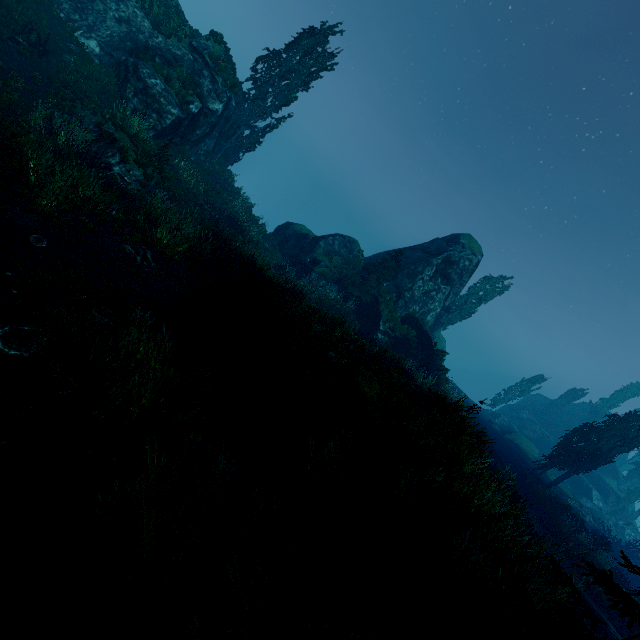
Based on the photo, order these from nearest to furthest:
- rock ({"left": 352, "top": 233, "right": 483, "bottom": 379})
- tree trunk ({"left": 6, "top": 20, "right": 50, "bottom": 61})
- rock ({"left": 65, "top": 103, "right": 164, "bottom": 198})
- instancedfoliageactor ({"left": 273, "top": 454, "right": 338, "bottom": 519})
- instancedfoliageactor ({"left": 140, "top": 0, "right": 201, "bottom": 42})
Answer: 1. instancedfoliageactor ({"left": 273, "top": 454, "right": 338, "bottom": 519})
2. rock ({"left": 65, "top": 103, "right": 164, "bottom": 198})
3. tree trunk ({"left": 6, "top": 20, "right": 50, "bottom": 61})
4. instancedfoliageactor ({"left": 140, "top": 0, "right": 201, "bottom": 42})
5. rock ({"left": 352, "top": 233, "right": 483, "bottom": 379})

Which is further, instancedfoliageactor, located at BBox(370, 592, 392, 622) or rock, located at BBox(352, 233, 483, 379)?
rock, located at BBox(352, 233, 483, 379)

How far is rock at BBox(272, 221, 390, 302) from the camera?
28.7 meters

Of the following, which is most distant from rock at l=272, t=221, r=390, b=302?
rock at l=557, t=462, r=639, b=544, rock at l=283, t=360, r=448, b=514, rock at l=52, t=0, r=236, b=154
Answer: rock at l=557, t=462, r=639, b=544

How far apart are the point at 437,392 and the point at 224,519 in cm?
1245

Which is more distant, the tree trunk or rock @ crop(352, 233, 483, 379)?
rock @ crop(352, 233, 483, 379)

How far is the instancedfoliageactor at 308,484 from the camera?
5.36m

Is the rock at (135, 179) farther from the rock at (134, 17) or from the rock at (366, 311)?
the rock at (366, 311)
